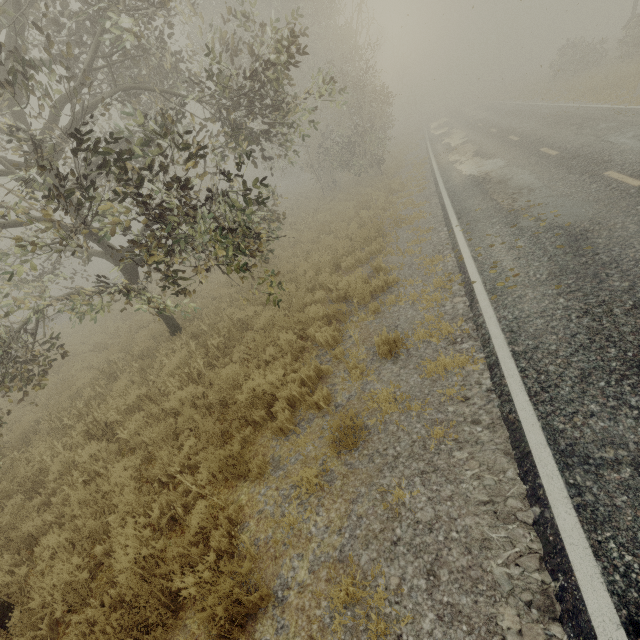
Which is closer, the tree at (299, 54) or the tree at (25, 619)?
the tree at (25, 619)

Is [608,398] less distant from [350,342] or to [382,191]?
[350,342]

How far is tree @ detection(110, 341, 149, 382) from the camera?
9.07m

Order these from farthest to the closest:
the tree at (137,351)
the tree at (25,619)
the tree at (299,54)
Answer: the tree at (137,351)
the tree at (299,54)
the tree at (25,619)

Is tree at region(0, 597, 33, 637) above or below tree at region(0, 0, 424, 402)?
below

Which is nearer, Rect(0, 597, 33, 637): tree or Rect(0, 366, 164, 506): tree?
Rect(0, 597, 33, 637): tree

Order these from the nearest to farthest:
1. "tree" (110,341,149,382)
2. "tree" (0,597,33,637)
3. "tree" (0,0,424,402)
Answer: "tree" (0,597,33,637) < "tree" (0,0,424,402) < "tree" (110,341,149,382)
